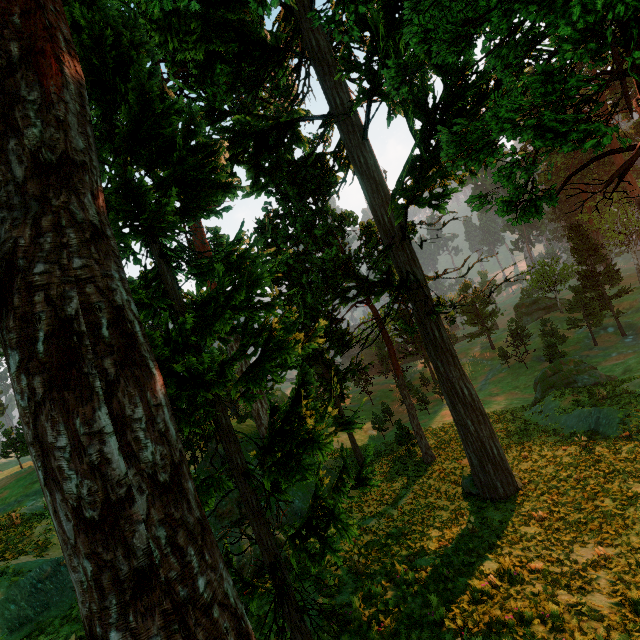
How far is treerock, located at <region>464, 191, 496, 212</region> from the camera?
8.9 meters

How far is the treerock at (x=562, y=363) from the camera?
26.7m

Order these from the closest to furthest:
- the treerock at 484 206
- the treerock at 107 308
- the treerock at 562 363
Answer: the treerock at 107 308, the treerock at 484 206, the treerock at 562 363

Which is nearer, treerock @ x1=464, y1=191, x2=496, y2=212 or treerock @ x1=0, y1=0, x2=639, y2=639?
treerock @ x1=0, y1=0, x2=639, y2=639

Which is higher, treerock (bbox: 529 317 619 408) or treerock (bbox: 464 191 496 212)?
treerock (bbox: 464 191 496 212)

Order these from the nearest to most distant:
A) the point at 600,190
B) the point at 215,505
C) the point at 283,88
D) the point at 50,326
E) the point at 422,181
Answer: the point at 50,326, the point at 600,190, the point at 215,505, the point at 422,181, the point at 283,88
